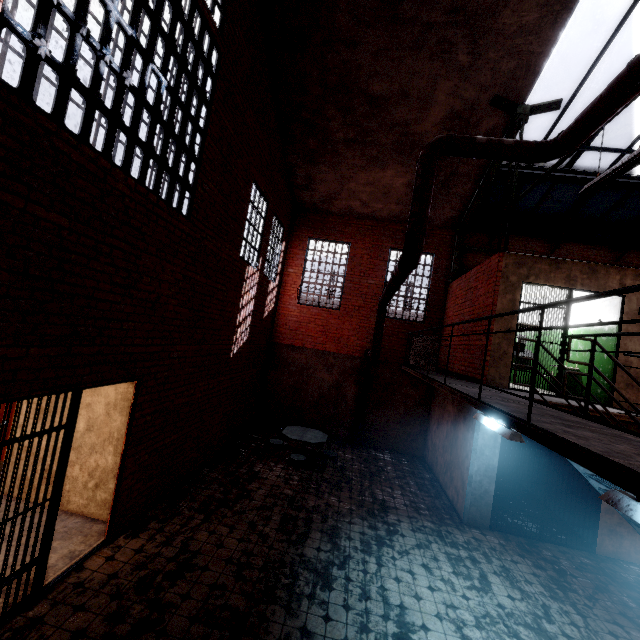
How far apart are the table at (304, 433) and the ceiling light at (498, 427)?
4.29m

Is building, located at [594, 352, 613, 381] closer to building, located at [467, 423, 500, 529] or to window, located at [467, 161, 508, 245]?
building, located at [467, 423, 500, 529]

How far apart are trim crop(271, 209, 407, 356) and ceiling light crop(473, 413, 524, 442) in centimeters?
611cm

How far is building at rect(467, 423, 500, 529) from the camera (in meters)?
6.85

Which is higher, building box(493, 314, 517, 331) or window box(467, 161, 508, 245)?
window box(467, 161, 508, 245)

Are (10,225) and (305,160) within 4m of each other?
no

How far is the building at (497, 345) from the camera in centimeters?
700cm

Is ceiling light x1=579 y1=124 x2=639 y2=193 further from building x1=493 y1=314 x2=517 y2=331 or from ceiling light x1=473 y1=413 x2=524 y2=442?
ceiling light x1=473 y1=413 x2=524 y2=442
